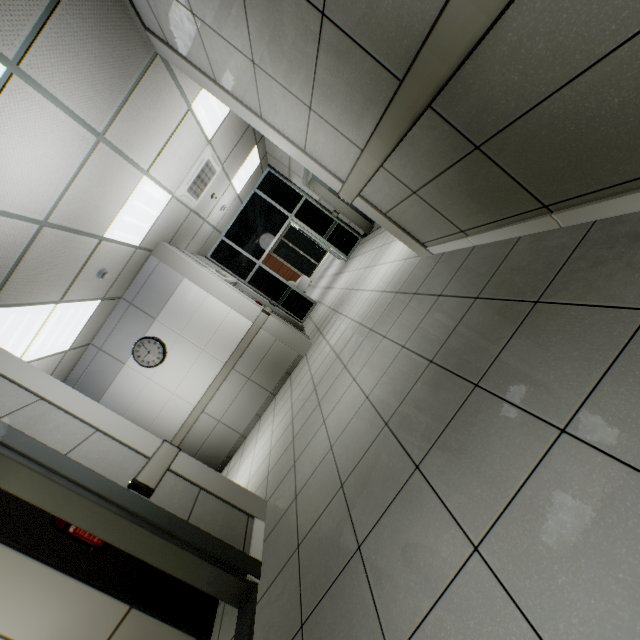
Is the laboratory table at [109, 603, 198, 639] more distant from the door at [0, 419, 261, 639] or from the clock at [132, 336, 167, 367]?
the clock at [132, 336, 167, 367]

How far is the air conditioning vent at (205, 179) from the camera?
5.0 meters

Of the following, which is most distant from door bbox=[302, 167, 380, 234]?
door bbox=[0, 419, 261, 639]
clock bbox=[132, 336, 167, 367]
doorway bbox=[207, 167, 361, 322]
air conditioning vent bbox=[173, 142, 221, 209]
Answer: door bbox=[0, 419, 261, 639]

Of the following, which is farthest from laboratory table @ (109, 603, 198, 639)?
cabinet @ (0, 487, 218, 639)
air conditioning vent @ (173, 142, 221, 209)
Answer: air conditioning vent @ (173, 142, 221, 209)

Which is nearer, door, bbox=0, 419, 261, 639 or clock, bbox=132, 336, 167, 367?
door, bbox=0, 419, 261, 639

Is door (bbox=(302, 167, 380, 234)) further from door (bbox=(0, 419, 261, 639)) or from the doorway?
door (bbox=(0, 419, 261, 639))

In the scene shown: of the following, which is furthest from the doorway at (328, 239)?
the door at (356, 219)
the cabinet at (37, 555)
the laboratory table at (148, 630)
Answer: the laboratory table at (148, 630)

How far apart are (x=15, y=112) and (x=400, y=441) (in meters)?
3.43
